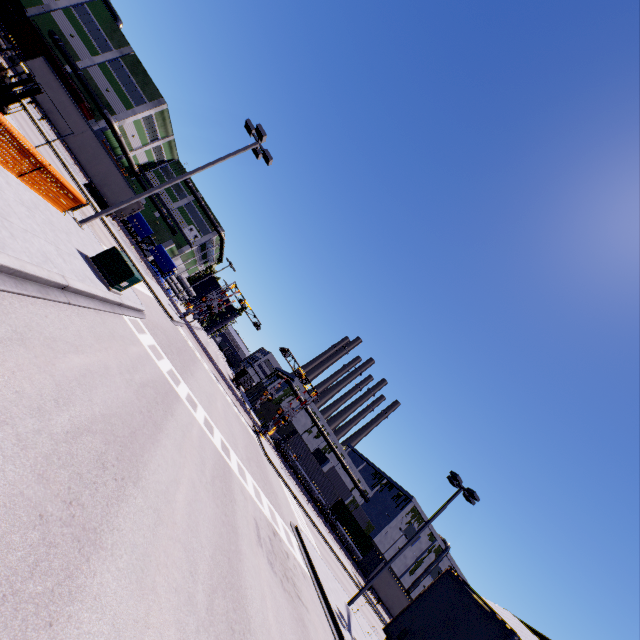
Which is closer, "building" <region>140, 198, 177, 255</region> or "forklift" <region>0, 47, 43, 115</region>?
"forklift" <region>0, 47, 43, 115</region>

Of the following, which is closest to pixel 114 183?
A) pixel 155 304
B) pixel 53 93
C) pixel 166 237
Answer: pixel 53 93

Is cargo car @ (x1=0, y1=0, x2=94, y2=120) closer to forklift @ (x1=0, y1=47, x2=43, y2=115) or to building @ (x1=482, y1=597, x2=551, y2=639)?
→ building @ (x1=482, y1=597, x2=551, y2=639)

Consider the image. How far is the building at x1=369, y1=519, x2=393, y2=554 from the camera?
58.8m

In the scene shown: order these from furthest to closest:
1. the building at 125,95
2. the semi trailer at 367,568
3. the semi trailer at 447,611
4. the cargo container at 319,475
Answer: the cargo container at 319,475 → the building at 125,95 → the semi trailer at 367,568 → the semi trailer at 447,611

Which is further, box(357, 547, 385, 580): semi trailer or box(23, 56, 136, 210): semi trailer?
box(357, 547, 385, 580): semi trailer

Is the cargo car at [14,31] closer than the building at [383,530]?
Yes

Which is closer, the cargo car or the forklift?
the forklift
